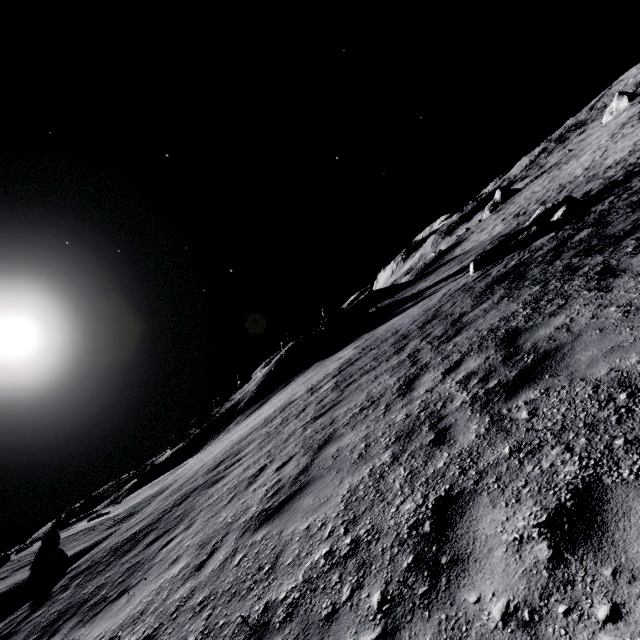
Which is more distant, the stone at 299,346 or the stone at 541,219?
the stone at 299,346

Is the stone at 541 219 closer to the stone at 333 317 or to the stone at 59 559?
the stone at 333 317

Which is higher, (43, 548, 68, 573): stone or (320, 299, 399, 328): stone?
(320, 299, 399, 328): stone

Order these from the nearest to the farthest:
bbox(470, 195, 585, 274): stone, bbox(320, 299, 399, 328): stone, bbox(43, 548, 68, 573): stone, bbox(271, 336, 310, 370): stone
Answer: bbox(43, 548, 68, 573): stone, bbox(470, 195, 585, 274): stone, bbox(271, 336, 310, 370): stone, bbox(320, 299, 399, 328): stone

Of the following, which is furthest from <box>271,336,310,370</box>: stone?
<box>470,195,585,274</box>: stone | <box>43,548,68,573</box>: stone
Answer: <box>43,548,68,573</box>: stone

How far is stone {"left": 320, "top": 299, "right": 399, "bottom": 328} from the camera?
32.2 meters

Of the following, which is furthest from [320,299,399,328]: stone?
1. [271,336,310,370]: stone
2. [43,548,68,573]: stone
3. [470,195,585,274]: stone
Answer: [43,548,68,573]: stone

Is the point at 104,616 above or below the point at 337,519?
above
